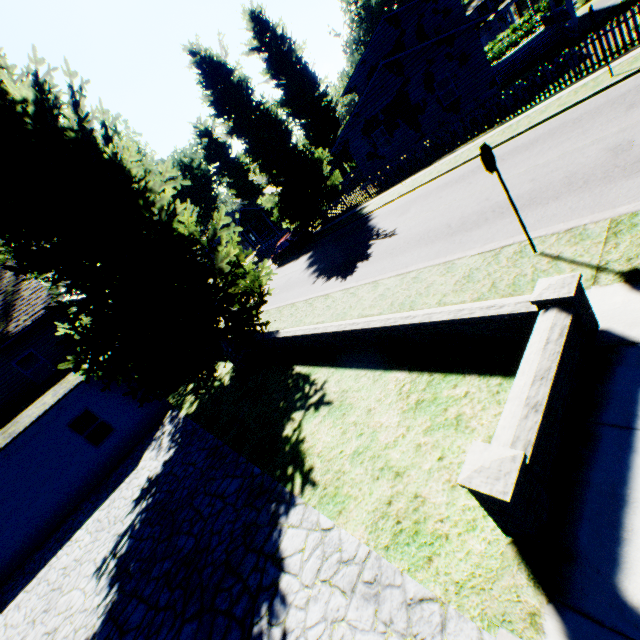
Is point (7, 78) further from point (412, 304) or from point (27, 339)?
point (27, 339)

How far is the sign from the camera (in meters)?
5.45

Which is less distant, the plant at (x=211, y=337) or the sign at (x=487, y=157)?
the sign at (x=487, y=157)

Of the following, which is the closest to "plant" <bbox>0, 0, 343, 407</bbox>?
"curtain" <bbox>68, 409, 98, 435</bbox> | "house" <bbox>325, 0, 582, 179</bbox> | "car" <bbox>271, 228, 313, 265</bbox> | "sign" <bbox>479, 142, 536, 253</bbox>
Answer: "house" <bbox>325, 0, 582, 179</bbox>

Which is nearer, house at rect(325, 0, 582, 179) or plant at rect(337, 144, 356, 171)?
house at rect(325, 0, 582, 179)

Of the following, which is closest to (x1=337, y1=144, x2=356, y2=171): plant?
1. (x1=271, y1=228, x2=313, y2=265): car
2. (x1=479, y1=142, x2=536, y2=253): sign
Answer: (x1=271, y1=228, x2=313, y2=265): car

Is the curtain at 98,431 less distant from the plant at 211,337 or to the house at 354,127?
the plant at 211,337

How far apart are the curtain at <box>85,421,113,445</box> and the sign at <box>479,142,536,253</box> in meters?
16.0
